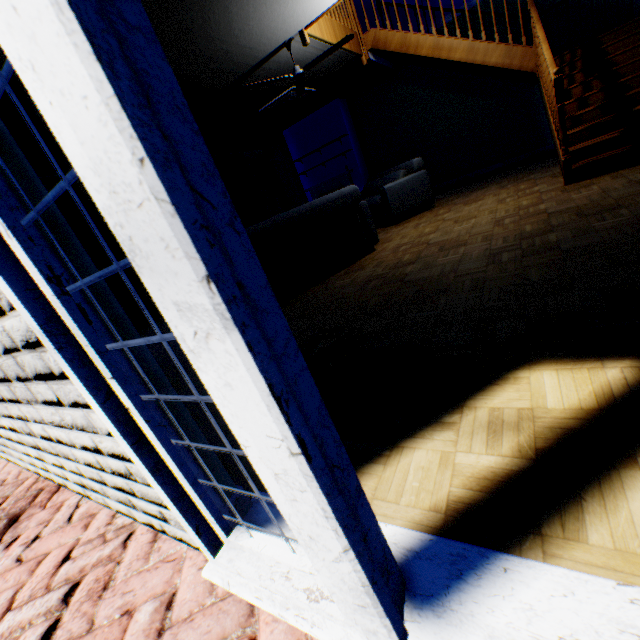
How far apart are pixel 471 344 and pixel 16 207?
1.90m

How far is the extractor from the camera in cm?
684

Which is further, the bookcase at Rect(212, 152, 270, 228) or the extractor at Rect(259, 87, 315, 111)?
the bookcase at Rect(212, 152, 270, 228)

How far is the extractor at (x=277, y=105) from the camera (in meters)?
6.84

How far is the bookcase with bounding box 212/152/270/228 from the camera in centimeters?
904cm

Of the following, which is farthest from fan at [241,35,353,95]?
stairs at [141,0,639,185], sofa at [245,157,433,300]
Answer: sofa at [245,157,433,300]

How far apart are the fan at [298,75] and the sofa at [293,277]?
1.8 meters

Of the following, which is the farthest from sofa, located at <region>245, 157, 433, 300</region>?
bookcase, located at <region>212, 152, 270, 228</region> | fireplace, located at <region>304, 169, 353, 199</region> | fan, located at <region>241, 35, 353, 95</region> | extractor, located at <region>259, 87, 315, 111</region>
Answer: fireplace, located at <region>304, 169, 353, 199</region>
